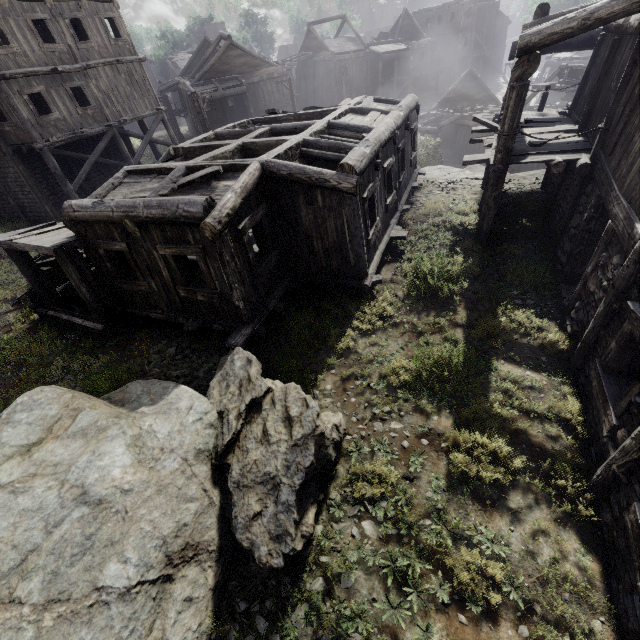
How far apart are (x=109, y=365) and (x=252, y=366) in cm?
435

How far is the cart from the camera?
11.0 meters

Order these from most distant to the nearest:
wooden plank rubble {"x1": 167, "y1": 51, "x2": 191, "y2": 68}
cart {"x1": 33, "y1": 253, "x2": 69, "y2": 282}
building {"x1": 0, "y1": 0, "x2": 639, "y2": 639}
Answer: wooden plank rubble {"x1": 167, "y1": 51, "x2": 191, "y2": 68}, cart {"x1": 33, "y1": 253, "x2": 69, "y2": 282}, building {"x1": 0, "y1": 0, "x2": 639, "y2": 639}

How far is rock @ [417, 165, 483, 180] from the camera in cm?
1530

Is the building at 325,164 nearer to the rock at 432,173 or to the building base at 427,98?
the rock at 432,173

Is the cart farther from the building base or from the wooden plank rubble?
the wooden plank rubble

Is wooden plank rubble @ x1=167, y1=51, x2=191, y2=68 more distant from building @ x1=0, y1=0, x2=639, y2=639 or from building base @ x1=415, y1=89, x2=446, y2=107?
building @ x1=0, y1=0, x2=639, y2=639

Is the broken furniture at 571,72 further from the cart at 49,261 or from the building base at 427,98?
the cart at 49,261
